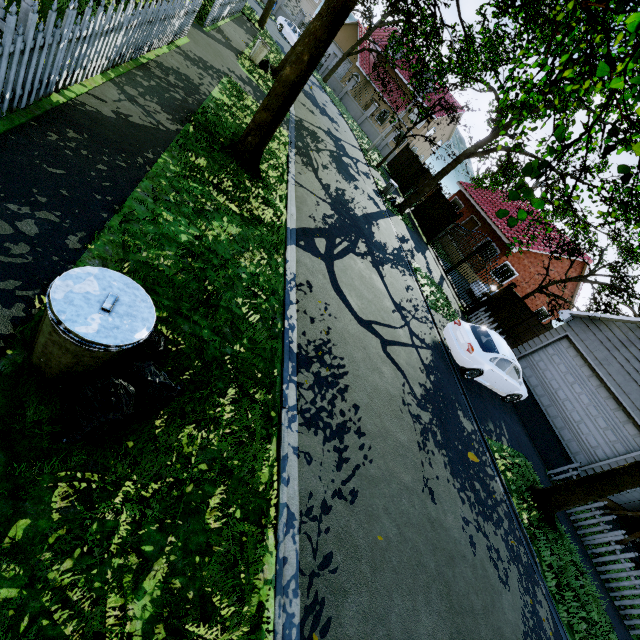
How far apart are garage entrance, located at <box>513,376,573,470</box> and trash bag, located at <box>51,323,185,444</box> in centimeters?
1323cm

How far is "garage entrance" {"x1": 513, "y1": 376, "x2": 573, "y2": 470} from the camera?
11.58m

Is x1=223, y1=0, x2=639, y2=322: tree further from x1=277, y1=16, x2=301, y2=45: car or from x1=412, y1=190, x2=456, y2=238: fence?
x1=277, y1=16, x2=301, y2=45: car

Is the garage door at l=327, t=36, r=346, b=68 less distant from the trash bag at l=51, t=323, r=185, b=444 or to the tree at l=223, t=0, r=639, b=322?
the tree at l=223, t=0, r=639, b=322

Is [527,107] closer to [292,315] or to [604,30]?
[604,30]

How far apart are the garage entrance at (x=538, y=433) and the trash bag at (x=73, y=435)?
13.2m

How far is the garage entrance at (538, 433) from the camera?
11.58m

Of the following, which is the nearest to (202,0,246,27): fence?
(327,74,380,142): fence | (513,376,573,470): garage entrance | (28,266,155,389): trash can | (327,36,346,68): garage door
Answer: (513,376,573,470): garage entrance
